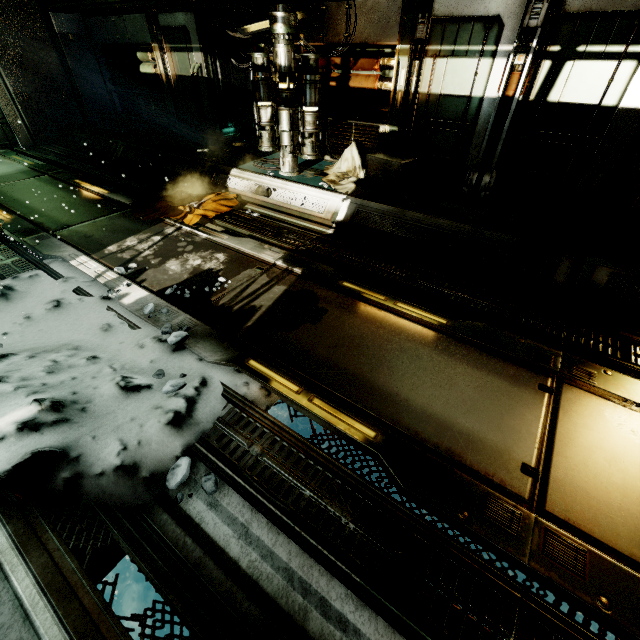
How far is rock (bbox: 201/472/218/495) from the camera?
2.20m

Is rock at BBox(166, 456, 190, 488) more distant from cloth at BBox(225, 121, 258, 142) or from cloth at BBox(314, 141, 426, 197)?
cloth at BBox(225, 121, 258, 142)

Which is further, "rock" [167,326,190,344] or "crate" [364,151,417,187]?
"crate" [364,151,417,187]

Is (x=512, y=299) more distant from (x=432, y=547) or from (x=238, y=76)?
(x=238, y=76)

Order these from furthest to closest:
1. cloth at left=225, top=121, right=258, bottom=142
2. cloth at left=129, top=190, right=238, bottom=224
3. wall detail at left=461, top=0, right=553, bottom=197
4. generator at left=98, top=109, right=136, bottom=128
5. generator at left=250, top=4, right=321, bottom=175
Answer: generator at left=98, top=109, right=136, bottom=128 < cloth at left=225, top=121, right=258, bottom=142 < cloth at left=129, top=190, right=238, bottom=224 < generator at left=250, top=4, right=321, bottom=175 < wall detail at left=461, top=0, right=553, bottom=197

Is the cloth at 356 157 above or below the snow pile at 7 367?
above

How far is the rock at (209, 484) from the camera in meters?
2.2

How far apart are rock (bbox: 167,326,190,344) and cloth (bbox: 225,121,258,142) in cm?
741
